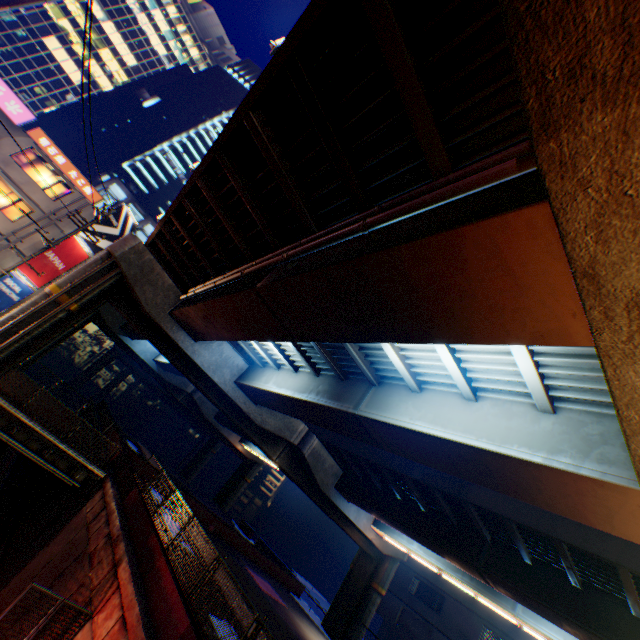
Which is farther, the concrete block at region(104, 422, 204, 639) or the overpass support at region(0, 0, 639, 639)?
the concrete block at region(104, 422, 204, 639)

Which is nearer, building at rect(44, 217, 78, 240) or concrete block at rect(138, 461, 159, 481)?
concrete block at rect(138, 461, 159, 481)

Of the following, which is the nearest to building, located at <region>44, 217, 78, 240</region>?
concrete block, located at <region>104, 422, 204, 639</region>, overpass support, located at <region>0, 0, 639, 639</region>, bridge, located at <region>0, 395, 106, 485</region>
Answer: overpass support, located at <region>0, 0, 639, 639</region>

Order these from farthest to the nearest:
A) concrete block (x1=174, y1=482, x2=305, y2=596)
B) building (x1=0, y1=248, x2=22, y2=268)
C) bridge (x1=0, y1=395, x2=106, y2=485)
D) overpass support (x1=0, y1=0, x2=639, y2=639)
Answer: concrete block (x1=174, y1=482, x2=305, y2=596)
building (x1=0, y1=248, x2=22, y2=268)
bridge (x1=0, y1=395, x2=106, y2=485)
overpass support (x1=0, y1=0, x2=639, y2=639)

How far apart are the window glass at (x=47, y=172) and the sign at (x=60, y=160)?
0.5 meters

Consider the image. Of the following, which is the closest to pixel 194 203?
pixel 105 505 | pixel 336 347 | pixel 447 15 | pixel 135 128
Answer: pixel 336 347

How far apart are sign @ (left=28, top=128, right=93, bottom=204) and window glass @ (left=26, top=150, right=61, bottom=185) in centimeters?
48cm

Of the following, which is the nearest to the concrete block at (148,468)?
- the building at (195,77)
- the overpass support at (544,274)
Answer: the overpass support at (544,274)
